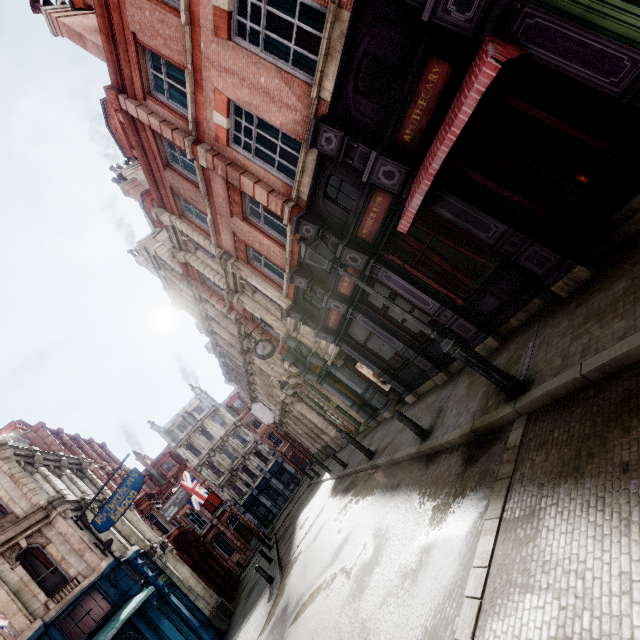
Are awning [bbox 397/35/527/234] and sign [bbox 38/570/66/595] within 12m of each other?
no

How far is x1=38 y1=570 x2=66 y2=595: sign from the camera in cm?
1252

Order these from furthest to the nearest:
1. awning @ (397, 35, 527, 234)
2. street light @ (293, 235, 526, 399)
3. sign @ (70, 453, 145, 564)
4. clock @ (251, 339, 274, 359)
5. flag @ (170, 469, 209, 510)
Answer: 1. flag @ (170, 469, 209, 510)
2. clock @ (251, 339, 274, 359)
3. sign @ (70, 453, 145, 564)
4. street light @ (293, 235, 526, 399)
5. awning @ (397, 35, 527, 234)

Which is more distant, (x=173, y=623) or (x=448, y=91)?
(x=173, y=623)

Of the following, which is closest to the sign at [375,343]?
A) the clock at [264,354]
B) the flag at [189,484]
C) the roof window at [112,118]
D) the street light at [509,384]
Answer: the clock at [264,354]

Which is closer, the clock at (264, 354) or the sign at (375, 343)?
the sign at (375, 343)

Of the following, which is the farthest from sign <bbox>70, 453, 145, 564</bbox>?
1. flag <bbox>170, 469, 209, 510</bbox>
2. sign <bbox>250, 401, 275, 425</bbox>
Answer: sign <bbox>250, 401, 275, 425</bbox>

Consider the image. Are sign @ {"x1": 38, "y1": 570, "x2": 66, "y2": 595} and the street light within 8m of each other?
no
